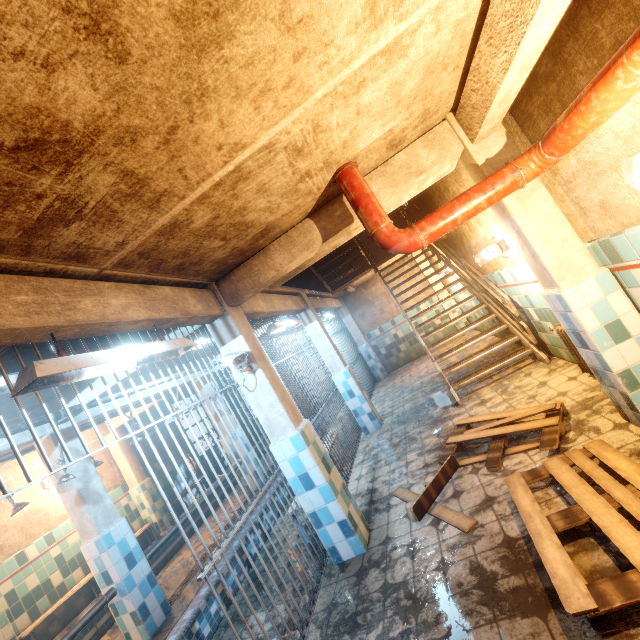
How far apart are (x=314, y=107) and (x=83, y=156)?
1.14m

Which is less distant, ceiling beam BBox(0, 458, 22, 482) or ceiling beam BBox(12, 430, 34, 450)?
ceiling beam BBox(12, 430, 34, 450)

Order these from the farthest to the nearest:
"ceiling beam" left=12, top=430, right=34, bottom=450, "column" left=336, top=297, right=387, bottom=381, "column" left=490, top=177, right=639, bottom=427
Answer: "column" left=336, top=297, right=387, bottom=381 → "ceiling beam" left=12, top=430, right=34, bottom=450 → "column" left=490, top=177, right=639, bottom=427

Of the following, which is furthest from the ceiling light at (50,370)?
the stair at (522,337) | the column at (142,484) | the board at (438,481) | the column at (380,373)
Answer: the column at (380,373)

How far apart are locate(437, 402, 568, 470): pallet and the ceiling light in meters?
2.9

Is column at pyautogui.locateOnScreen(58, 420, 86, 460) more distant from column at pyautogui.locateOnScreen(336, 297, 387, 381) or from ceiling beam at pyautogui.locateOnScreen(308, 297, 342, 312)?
column at pyautogui.locateOnScreen(336, 297, 387, 381)

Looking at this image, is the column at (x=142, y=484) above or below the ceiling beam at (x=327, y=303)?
below

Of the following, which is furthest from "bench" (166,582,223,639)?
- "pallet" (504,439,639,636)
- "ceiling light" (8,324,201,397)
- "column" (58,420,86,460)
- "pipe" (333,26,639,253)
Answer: "pipe" (333,26,639,253)
